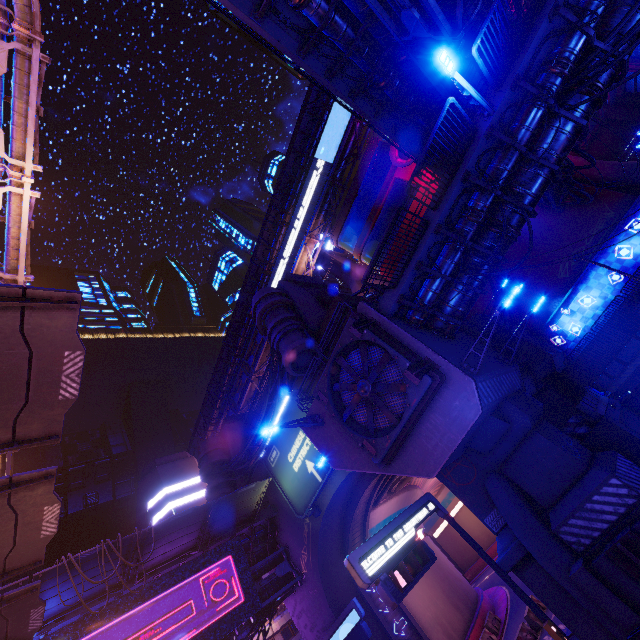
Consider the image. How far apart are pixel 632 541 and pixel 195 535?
21.5m

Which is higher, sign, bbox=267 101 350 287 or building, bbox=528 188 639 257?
sign, bbox=267 101 350 287

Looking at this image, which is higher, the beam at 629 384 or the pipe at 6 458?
the pipe at 6 458

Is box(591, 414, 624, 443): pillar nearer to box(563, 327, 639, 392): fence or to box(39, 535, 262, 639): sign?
box(563, 327, 639, 392): fence

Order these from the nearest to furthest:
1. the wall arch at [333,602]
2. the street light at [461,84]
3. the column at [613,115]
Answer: the street light at [461,84] → the wall arch at [333,602] → the column at [613,115]

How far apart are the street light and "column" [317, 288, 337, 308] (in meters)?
14.70

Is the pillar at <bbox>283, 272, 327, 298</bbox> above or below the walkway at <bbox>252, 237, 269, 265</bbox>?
below

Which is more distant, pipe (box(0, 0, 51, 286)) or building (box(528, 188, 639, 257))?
building (box(528, 188, 639, 257))
